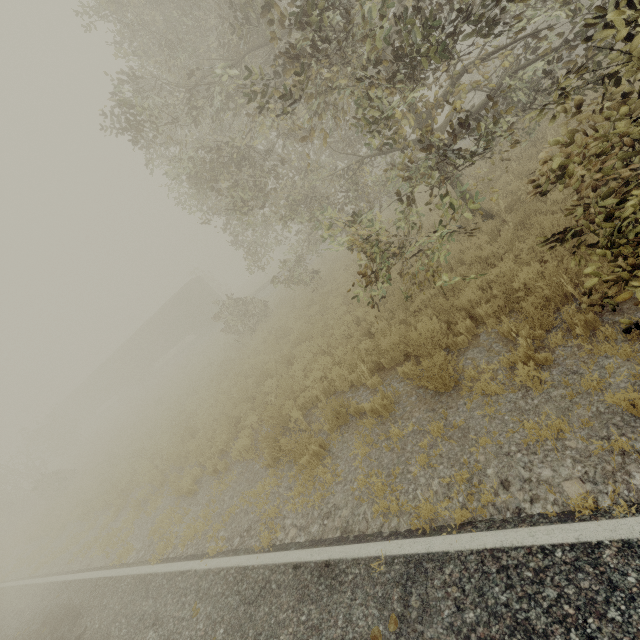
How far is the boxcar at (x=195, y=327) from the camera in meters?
31.0 m

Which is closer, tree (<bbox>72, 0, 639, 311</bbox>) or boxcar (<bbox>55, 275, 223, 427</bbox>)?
tree (<bbox>72, 0, 639, 311</bbox>)

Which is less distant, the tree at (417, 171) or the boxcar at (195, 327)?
the tree at (417, 171)

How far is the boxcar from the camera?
31.0m

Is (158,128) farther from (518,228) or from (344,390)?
(518,228)
